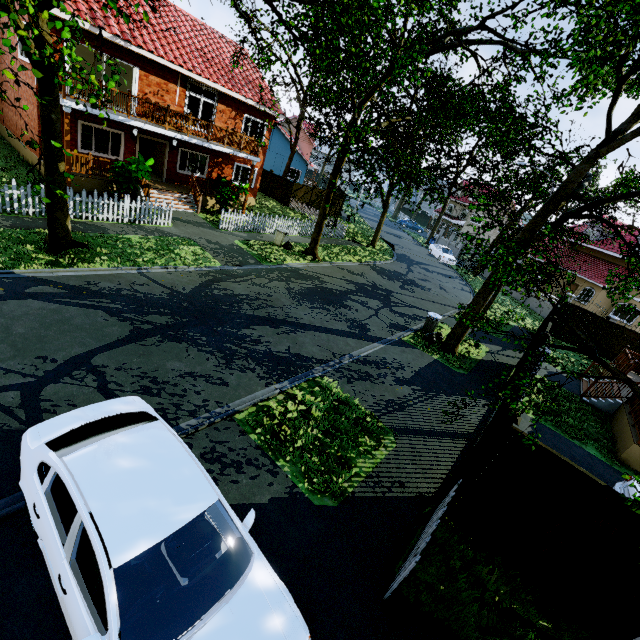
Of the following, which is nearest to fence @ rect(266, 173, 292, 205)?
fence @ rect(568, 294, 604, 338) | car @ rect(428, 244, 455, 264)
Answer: car @ rect(428, 244, 455, 264)

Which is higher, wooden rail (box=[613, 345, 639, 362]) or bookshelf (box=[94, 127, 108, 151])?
bookshelf (box=[94, 127, 108, 151])

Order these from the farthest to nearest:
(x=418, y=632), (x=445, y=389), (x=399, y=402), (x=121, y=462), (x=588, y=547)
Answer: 1. (x=445, y=389)
2. (x=399, y=402)
3. (x=588, y=547)
4. (x=418, y=632)
5. (x=121, y=462)

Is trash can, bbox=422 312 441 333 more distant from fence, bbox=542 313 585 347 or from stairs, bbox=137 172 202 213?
stairs, bbox=137 172 202 213

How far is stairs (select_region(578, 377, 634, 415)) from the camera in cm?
1248

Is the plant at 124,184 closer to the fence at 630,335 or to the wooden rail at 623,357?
the fence at 630,335

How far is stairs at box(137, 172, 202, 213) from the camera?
16.50m

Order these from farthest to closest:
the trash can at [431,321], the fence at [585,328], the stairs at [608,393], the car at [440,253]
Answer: the car at [440,253]
the fence at [585,328]
the trash can at [431,321]
the stairs at [608,393]
